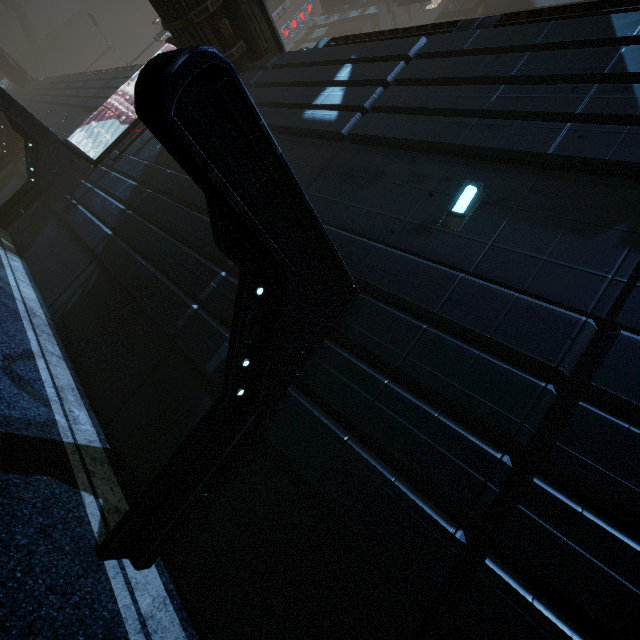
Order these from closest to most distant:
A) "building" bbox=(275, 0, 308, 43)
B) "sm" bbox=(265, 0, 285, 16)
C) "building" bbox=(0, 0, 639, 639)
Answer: "building" bbox=(0, 0, 639, 639)
"sm" bbox=(265, 0, 285, 16)
"building" bbox=(275, 0, 308, 43)

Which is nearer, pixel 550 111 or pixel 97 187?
pixel 550 111

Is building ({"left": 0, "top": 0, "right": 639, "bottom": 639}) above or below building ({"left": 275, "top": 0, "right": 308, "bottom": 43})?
below

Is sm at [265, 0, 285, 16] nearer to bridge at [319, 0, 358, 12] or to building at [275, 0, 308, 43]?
bridge at [319, 0, 358, 12]

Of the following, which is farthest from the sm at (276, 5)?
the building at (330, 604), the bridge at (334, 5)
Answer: the building at (330, 604)

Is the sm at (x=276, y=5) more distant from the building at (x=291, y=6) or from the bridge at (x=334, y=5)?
the building at (x=291, y=6)

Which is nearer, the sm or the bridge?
the sm
